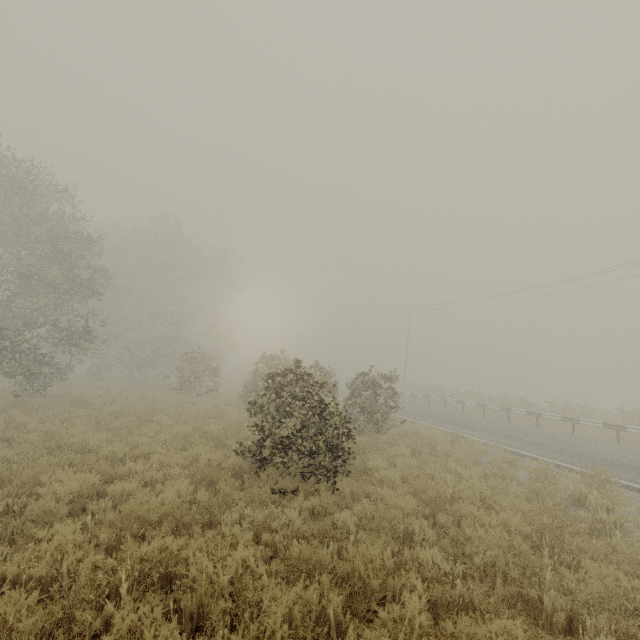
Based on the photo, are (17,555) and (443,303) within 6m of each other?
no
